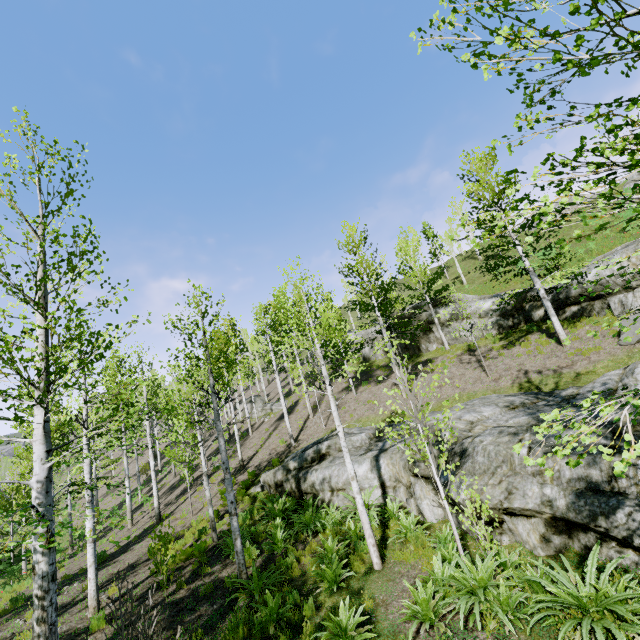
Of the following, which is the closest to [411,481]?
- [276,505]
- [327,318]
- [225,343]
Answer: [276,505]

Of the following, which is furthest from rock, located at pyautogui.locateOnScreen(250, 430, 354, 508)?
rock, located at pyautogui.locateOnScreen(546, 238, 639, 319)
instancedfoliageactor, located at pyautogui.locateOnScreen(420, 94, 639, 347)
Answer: rock, located at pyautogui.locateOnScreen(546, 238, 639, 319)

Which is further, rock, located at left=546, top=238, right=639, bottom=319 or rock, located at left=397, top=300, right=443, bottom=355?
rock, located at left=397, top=300, right=443, bottom=355

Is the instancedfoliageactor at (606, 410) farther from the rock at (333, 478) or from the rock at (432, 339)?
the rock at (432, 339)

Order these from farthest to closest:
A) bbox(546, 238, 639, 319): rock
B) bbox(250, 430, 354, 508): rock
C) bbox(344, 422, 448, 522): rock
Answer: bbox(546, 238, 639, 319): rock
bbox(250, 430, 354, 508): rock
bbox(344, 422, 448, 522): rock

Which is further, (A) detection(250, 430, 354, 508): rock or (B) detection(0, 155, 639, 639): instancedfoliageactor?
(A) detection(250, 430, 354, 508): rock

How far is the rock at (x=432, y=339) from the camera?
22.77m
